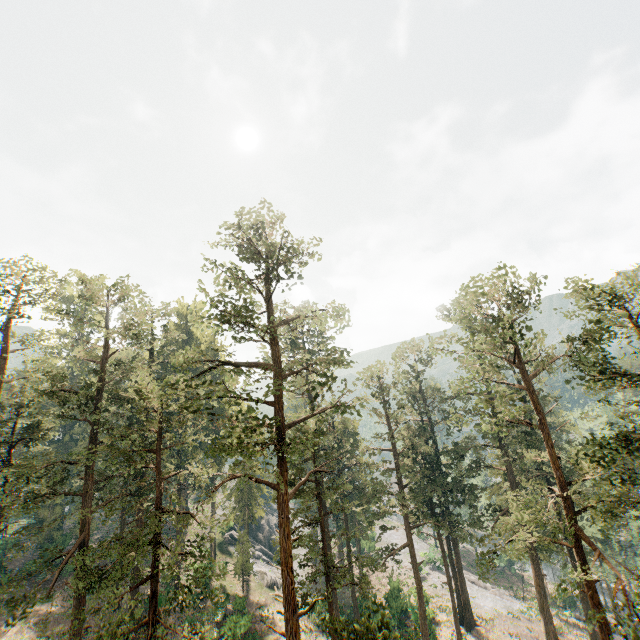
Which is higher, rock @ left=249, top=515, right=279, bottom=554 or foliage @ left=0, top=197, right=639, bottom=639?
foliage @ left=0, top=197, right=639, bottom=639

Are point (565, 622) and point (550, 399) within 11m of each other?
no

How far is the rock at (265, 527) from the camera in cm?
5193

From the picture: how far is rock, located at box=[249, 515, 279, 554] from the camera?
51.9 meters

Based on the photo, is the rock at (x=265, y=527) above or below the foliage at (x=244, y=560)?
below

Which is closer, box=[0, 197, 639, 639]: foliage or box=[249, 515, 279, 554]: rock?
box=[0, 197, 639, 639]: foliage
